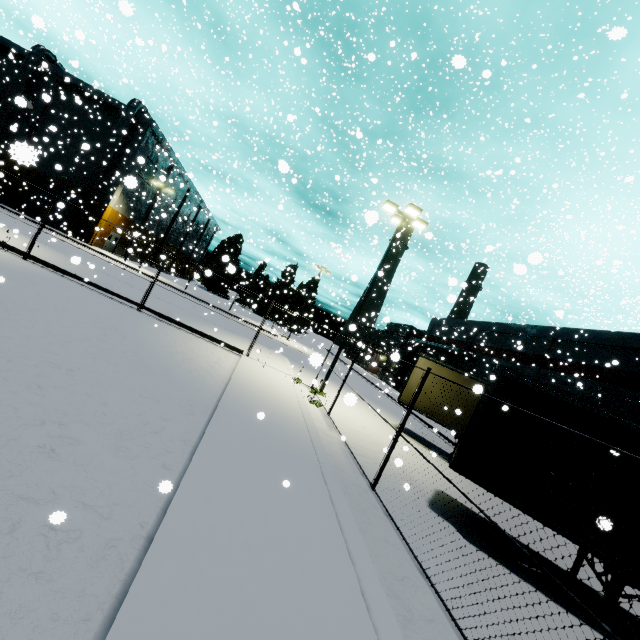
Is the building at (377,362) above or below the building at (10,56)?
below

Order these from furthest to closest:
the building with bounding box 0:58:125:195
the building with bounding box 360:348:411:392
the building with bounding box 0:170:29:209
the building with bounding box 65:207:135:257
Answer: the building with bounding box 360:348:411:392
the building with bounding box 65:207:135:257
the building with bounding box 0:170:29:209
the building with bounding box 0:58:125:195

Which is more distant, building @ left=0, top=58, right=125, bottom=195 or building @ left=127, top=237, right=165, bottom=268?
building @ left=127, top=237, right=165, bottom=268

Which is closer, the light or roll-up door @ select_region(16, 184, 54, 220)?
the light

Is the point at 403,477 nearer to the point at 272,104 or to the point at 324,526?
the point at 324,526

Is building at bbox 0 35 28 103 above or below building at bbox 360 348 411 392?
above

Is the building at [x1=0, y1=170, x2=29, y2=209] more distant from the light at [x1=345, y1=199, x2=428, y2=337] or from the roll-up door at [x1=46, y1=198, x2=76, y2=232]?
the light at [x1=345, y1=199, x2=428, y2=337]

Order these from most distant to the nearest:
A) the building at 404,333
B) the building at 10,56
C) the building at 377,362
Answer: the building at 377,362, the building at 10,56, the building at 404,333
